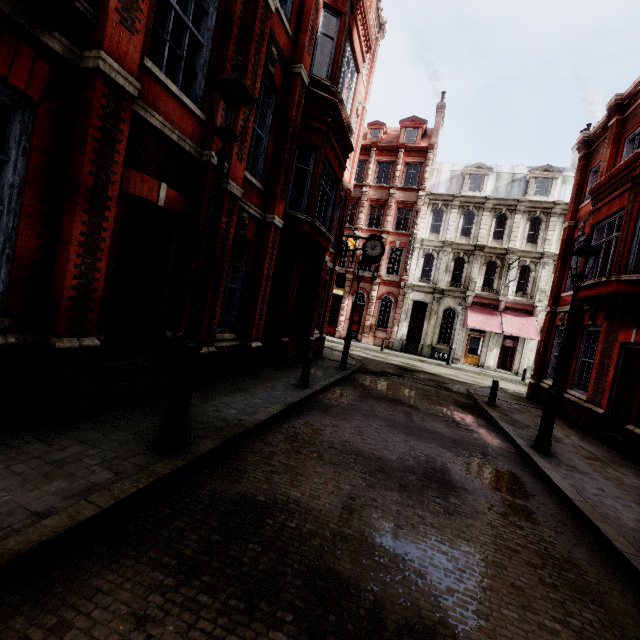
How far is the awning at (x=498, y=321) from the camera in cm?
2384

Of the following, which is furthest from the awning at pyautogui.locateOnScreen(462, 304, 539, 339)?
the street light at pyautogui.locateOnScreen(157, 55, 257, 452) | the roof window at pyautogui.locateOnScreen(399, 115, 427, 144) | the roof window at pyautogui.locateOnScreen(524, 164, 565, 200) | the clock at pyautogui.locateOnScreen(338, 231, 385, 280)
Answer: the street light at pyautogui.locateOnScreen(157, 55, 257, 452)

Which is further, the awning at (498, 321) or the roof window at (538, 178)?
the roof window at (538, 178)

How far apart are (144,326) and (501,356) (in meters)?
27.66

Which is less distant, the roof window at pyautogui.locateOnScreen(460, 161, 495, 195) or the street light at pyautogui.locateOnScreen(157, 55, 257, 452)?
the street light at pyautogui.locateOnScreen(157, 55, 257, 452)

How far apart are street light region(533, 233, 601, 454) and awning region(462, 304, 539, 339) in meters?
18.2 m

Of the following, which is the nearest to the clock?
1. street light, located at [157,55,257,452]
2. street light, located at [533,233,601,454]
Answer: street light, located at [533,233,601,454]

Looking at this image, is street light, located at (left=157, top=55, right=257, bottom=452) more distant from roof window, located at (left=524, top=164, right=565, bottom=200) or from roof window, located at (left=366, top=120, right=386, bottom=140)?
roof window, located at (left=366, top=120, right=386, bottom=140)
